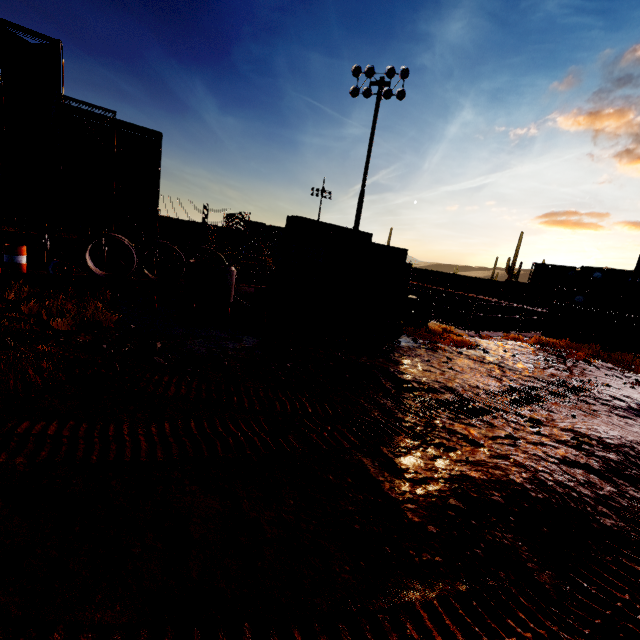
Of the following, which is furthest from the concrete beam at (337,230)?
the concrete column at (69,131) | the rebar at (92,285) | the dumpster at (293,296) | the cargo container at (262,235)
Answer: the cargo container at (262,235)

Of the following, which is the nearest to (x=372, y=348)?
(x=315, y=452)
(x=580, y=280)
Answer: (x=315, y=452)

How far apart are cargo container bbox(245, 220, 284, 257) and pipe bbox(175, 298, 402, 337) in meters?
38.7

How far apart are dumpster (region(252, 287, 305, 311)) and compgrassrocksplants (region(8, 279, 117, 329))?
4.6 meters

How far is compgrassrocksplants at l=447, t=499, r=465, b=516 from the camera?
2.98m

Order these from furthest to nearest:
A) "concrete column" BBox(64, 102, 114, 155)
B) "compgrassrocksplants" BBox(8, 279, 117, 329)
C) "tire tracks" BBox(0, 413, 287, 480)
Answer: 1. "concrete column" BBox(64, 102, 114, 155)
2. "compgrassrocksplants" BBox(8, 279, 117, 329)
3. "tire tracks" BBox(0, 413, 287, 480)

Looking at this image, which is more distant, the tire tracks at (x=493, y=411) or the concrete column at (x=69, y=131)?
the concrete column at (x=69, y=131)
